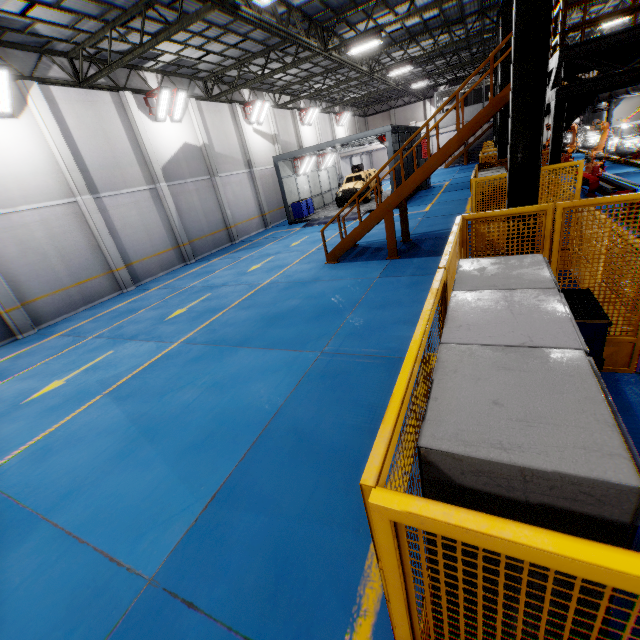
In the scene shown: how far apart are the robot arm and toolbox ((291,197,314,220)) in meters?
15.2 m

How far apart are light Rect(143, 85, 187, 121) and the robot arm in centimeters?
1907cm

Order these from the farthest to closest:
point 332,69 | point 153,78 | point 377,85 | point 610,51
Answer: point 377,85 < point 332,69 < point 153,78 < point 610,51

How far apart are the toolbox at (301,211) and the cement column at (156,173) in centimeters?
818cm

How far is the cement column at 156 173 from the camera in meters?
14.5

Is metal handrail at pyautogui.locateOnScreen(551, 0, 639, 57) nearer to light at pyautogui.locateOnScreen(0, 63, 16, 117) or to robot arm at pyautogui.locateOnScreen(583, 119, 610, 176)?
robot arm at pyautogui.locateOnScreen(583, 119, 610, 176)

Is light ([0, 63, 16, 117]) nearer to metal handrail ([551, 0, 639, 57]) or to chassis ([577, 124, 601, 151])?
metal handrail ([551, 0, 639, 57])

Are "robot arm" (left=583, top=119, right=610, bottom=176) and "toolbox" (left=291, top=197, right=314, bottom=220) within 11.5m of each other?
no
